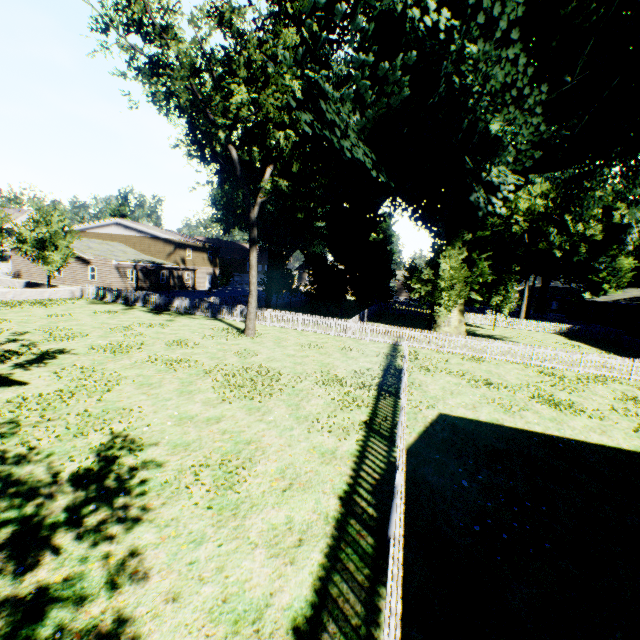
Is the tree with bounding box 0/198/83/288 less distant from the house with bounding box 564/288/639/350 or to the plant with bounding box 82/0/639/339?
the plant with bounding box 82/0/639/339

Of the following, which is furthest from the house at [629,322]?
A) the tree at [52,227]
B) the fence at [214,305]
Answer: the tree at [52,227]

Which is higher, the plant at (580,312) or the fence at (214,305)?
the plant at (580,312)

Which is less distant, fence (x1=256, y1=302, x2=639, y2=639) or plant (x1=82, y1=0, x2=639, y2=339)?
fence (x1=256, y1=302, x2=639, y2=639)

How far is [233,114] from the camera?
18.1m

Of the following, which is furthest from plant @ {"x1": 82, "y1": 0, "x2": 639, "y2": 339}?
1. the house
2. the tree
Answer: the tree
